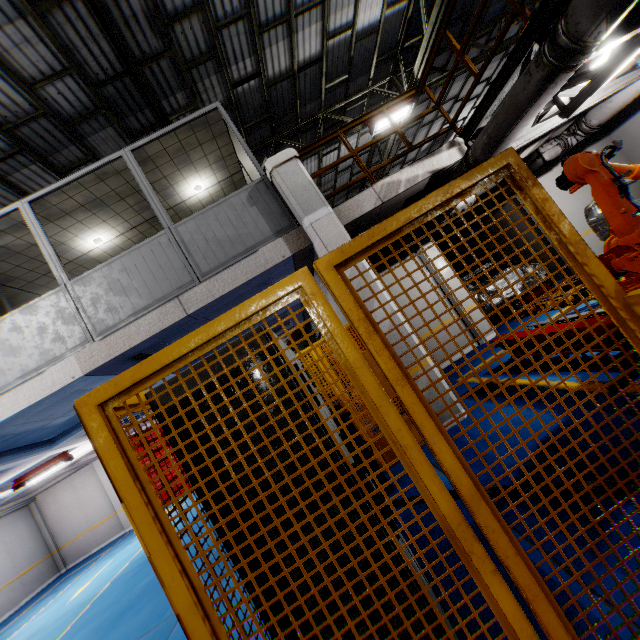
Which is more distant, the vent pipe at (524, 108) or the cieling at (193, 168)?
the cieling at (193, 168)

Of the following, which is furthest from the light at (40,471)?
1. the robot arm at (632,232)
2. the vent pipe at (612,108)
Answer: the vent pipe at (612,108)

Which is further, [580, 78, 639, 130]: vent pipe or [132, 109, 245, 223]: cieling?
[580, 78, 639, 130]: vent pipe

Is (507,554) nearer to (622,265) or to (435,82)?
(622,265)

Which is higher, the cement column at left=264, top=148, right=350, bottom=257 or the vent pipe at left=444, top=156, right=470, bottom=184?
the cement column at left=264, top=148, right=350, bottom=257

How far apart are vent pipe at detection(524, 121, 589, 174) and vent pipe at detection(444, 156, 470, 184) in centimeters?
314cm

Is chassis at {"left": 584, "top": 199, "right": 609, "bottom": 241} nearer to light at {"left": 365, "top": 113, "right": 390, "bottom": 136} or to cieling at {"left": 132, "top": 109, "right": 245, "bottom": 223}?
light at {"left": 365, "top": 113, "right": 390, "bottom": 136}

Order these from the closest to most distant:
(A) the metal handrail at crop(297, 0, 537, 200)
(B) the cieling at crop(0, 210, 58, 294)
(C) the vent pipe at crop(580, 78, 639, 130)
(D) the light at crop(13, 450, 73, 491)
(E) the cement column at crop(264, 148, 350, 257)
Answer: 1. (A) the metal handrail at crop(297, 0, 537, 200)
2. (E) the cement column at crop(264, 148, 350, 257)
3. (B) the cieling at crop(0, 210, 58, 294)
4. (C) the vent pipe at crop(580, 78, 639, 130)
5. (D) the light at crop(13, 450, 73, 491)
